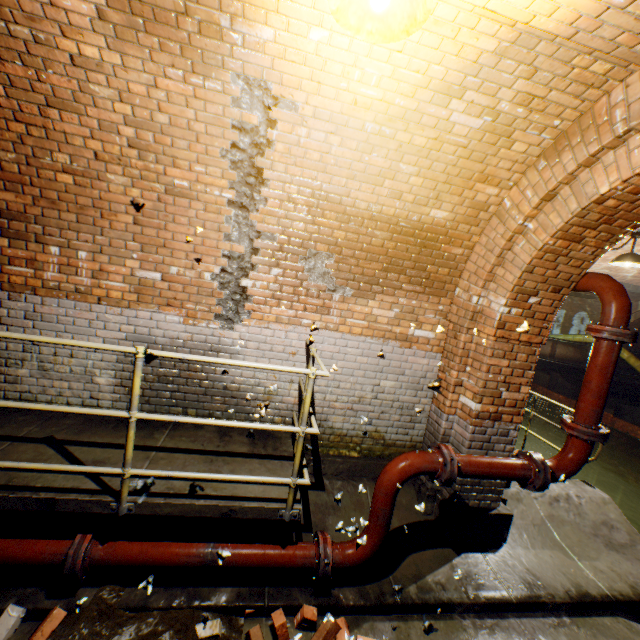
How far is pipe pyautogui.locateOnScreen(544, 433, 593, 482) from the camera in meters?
3.2 m

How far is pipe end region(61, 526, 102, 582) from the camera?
2.46m

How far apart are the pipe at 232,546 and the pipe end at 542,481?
2.21m

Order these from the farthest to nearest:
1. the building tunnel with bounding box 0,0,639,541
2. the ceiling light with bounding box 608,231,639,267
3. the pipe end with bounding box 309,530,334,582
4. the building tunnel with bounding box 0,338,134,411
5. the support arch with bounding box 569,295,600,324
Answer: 1. the support arch with bounding box 569,295,600,324
2. the ceiling light with bounding box 608,231,639,267
3. the building tunnel with bounding box 0,338,134,411
4. the pipe end with bounding box 309,530,334,582
5. the building tunnel with bounding box 0,0,639,541

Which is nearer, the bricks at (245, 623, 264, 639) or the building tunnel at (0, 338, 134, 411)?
the bricks at (245, 623, 264, 639)

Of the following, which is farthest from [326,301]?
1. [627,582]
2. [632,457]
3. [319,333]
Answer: [632,457]

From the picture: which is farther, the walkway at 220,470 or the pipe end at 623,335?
the pipe end at 623,335

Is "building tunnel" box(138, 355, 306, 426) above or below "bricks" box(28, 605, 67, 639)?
above
